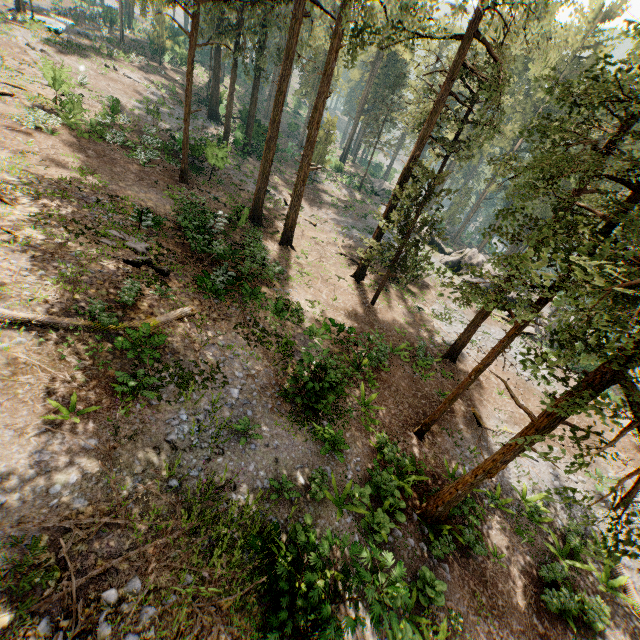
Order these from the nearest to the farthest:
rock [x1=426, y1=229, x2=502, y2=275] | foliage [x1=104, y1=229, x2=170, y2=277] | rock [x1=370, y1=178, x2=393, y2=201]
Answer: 1. foliage [x1=104, y1=229, x2=170, y2=277]
2. rock [x1=426, y1=229, x2=502, y2=275]
3. rock [x1=370, y1=178, x2=393, y2=201]

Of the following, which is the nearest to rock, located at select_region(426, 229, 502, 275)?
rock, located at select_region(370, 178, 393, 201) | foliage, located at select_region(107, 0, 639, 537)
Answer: rock, located at select_region(370, 178, 393, 201)

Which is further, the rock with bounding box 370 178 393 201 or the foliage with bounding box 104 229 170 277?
the rock with bounding box 370 178 393 201

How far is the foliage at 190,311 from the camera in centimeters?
1154cm

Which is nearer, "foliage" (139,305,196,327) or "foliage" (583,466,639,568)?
"foliage" (583,466,639,568)

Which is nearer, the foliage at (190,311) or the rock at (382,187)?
the foliage at (190,311)

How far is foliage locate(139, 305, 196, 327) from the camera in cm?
1154

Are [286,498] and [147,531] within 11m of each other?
yes
